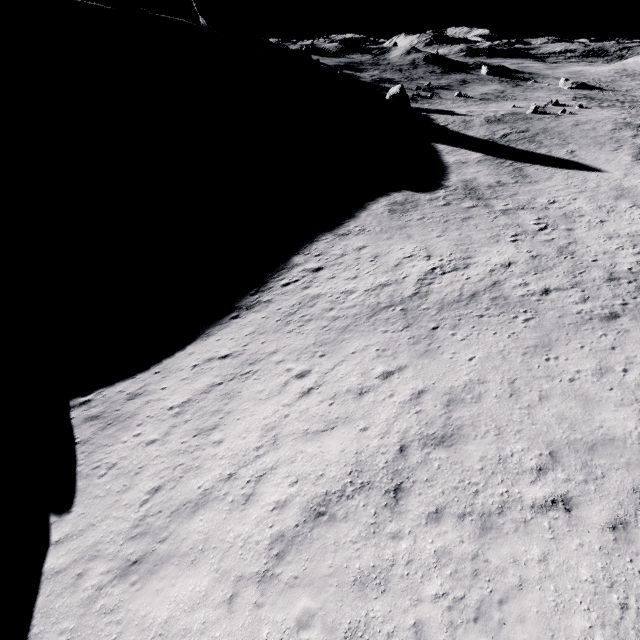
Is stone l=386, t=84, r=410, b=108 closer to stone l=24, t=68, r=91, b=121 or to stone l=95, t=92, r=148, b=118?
stone l=95, t=92, r=148, b=118

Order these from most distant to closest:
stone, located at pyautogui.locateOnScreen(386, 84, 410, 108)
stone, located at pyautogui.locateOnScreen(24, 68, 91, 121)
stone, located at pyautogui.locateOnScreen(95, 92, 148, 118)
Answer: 1. stone, located at pyautogui.locateOnScreen(386, 84, 410, 108)
2. stone, located at pyautogui.locateOnScreen(95, 92, 148, 118)
3. stone, located at pyautogui.locateOnScreen(24, 68, 91, 121)

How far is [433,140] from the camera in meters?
44.3 m

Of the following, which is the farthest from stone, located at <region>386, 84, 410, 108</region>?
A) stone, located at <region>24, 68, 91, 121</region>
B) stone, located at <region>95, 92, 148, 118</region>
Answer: stone, located at <region>24, 68, 91, 121</region>

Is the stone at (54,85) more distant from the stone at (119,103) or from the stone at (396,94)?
the stone at (396,94)
